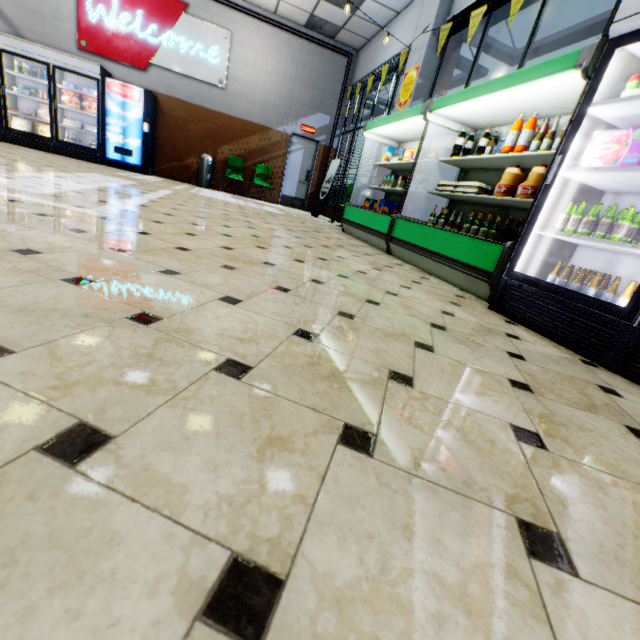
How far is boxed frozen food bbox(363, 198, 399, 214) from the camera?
5.5 meters

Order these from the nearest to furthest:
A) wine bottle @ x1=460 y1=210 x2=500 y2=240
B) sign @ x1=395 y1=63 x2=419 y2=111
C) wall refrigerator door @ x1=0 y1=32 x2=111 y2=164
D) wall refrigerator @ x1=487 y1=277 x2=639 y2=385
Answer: wall refrigerator @ x1=487 y1=277 x2=639 y2=385 → wine bottle @ x1=460 y1=210 x2=500 y2=240 → sign @ x1=395 y1=63 x2=419 y2=111 → wall refrigerator door @ x1=0 y1=32 x2=111 y2=164

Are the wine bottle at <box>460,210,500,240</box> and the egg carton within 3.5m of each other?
yes

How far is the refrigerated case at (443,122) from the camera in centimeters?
281cm

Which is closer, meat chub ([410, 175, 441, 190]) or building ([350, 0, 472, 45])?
meat chub ([410, 175, 441, 190])

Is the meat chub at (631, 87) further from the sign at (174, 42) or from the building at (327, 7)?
the sign at (174, 42)

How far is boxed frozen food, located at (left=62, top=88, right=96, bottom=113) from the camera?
8.14m

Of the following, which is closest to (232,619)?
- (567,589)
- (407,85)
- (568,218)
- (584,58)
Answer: (567,589)
